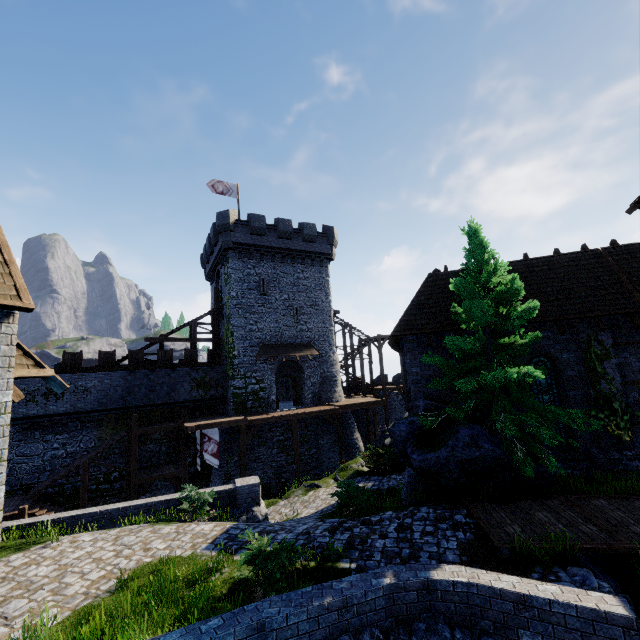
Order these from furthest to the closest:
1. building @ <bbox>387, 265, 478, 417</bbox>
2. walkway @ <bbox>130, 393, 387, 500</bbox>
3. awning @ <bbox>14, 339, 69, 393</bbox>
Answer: walkway @ <bbox>130, 393, 387, 500</bbox> → building @ <bbox>387, 265, 478, 417</bbox> → awning @ <bbox>14, 339, 69, 393</bbox>

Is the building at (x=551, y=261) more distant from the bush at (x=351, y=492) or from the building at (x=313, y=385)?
the building at (x=313, y=385)

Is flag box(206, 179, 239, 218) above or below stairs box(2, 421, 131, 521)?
above

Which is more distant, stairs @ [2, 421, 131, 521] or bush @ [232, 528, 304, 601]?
stairs @ [2, 421, 131, 521]

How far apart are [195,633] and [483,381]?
9.5m

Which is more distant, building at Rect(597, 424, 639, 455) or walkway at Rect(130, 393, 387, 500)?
walkway at Rect(130, 393, 387, 500)

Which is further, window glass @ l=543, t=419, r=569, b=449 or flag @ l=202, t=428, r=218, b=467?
flag @ l=202, t=428, r=218, b=467

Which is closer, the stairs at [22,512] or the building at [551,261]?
the building at [551,261]
